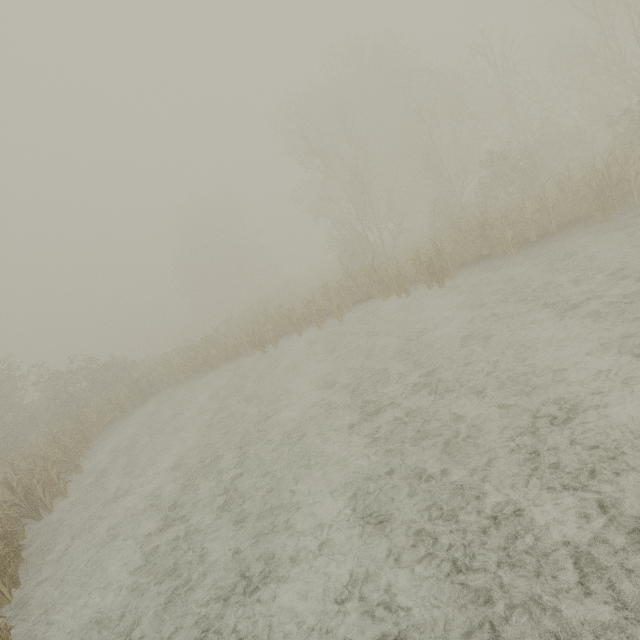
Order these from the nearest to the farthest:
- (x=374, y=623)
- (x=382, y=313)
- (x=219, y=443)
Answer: (x=374, y=623)
(x=219, y=443)
(x=382, y=313)
